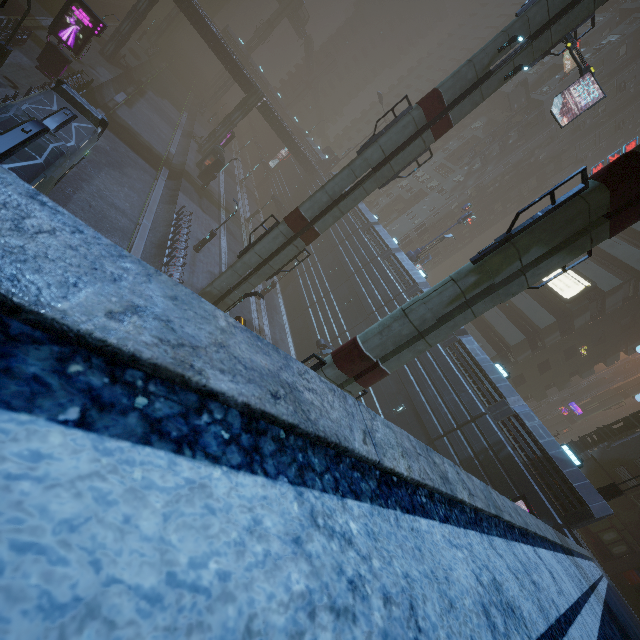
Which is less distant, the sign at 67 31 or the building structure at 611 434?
the sign at 67 31

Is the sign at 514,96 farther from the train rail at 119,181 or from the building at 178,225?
the train rail at 119,181

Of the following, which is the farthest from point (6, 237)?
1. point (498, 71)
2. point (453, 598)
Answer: point (498, 71)

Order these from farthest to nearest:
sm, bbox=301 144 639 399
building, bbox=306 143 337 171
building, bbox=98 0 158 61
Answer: building, bbox=306 143 337 171
building, bbox=98 0 158 61
sm, bbox=301 144 639 399

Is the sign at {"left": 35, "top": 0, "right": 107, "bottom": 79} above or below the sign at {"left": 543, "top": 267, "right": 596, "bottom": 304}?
below

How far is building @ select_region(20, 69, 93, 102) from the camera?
20.3m

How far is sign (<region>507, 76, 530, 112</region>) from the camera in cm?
4512

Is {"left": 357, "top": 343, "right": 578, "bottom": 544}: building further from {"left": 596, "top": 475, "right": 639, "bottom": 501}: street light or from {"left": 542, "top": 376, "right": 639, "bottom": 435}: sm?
{"left": 542, "top": 376, "right": 639, "bottom": 435}: sm
